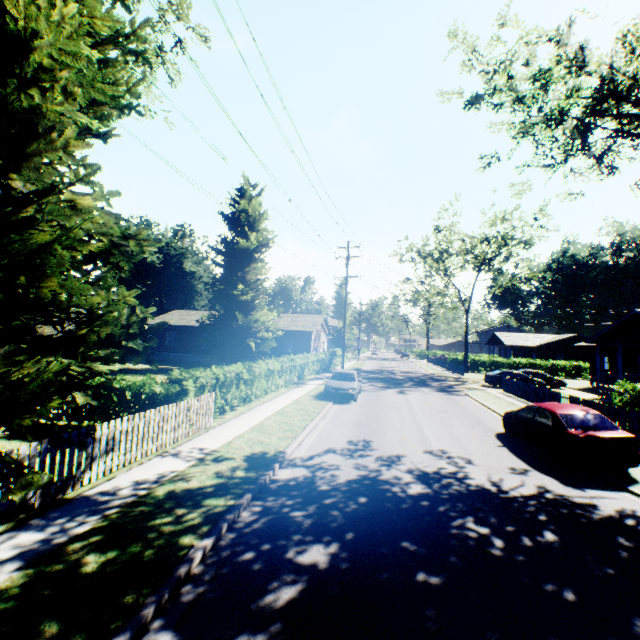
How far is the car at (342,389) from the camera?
18.11m

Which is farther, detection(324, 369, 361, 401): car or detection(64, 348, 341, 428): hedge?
detection(324, 369, 361, 401): car

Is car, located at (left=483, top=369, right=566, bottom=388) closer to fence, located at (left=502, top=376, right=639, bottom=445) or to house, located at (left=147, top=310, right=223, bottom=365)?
fence, located at (left=502, top=376, right=639, bottom=445)

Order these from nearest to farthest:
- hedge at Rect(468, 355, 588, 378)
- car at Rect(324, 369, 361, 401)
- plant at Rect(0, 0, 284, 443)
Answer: plant at Rect(0, 0, 284, 443) → car at Rect(324, 369, 361, 401) → hedge at Rect(468, 355, 588, 378)

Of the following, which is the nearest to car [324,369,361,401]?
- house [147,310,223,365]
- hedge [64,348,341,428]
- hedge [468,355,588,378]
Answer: hedge [64,348,341,428]

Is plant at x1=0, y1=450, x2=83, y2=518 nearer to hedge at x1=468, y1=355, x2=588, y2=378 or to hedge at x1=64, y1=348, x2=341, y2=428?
hedge at x1=64, y1=348, x2=341, y2=428

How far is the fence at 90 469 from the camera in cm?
606

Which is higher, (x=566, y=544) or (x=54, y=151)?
(x=54, y=151)
